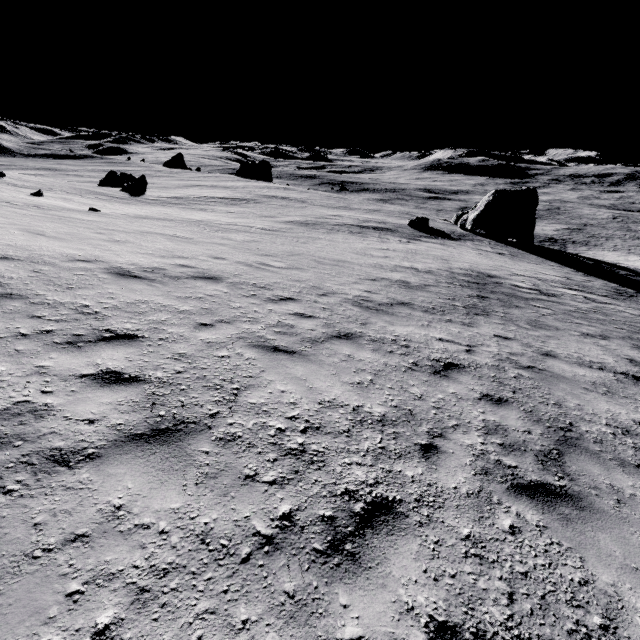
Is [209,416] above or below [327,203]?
above

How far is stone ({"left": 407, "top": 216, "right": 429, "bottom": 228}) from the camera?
35.5m

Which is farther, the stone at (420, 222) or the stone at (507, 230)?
the stone at (507, 230)

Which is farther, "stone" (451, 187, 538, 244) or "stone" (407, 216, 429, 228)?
"stone" (451, 187, 538, 244)

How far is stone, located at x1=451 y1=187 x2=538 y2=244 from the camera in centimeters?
3641cm

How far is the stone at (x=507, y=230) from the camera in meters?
36.4 m
